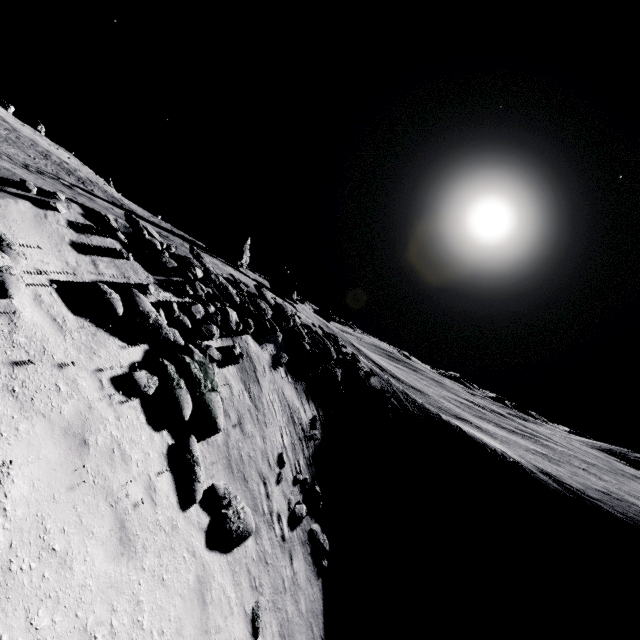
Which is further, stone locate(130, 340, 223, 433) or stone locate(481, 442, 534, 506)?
stone locate(481, 442, 534, 506)

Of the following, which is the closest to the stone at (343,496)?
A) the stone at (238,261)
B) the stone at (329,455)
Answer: the stone at (329,455)

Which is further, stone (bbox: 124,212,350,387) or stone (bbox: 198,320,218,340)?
stone (bbox: 124,212,350,387)

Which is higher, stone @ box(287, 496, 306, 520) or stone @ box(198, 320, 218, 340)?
stone @ box(198, 320, 218, 340)

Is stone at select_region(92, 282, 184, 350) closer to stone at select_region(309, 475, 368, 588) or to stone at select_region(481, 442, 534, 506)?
stone at select_region(309, 475, 368, 588)

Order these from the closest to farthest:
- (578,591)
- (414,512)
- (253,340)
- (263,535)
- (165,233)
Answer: (263,535) < (253,340) < (414,512) < (578,591) < (165,233)

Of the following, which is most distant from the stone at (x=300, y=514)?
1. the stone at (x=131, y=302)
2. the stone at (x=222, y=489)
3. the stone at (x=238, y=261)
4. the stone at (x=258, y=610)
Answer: the stone at (x=238, y=261)

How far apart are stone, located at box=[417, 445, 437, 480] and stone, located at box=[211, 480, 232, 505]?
23.4 meters
